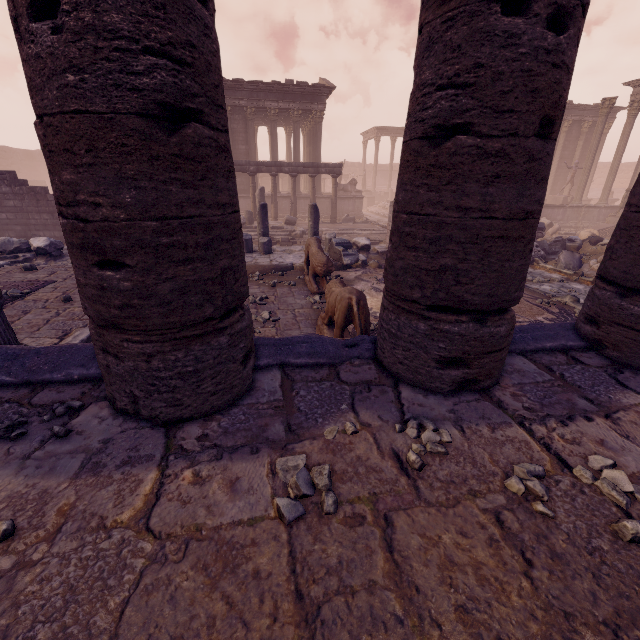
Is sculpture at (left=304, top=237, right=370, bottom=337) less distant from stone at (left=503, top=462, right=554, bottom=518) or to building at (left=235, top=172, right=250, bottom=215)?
stone at (left=503, top=462, right=554, bottom=518)

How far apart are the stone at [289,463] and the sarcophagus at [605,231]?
21.52m

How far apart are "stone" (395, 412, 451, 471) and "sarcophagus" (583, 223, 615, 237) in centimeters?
2071cm

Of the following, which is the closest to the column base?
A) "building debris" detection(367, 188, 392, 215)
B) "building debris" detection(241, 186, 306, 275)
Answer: "building debris" detection(241, 186, 306, 275)

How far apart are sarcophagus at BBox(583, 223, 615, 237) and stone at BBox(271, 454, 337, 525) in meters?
21.5

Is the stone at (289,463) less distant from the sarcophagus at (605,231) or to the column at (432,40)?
the column at (432,40)

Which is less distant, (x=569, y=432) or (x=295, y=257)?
(x=569, y=432)

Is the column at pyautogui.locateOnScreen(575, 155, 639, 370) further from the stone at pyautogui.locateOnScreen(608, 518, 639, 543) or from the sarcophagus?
the sarcophagus
